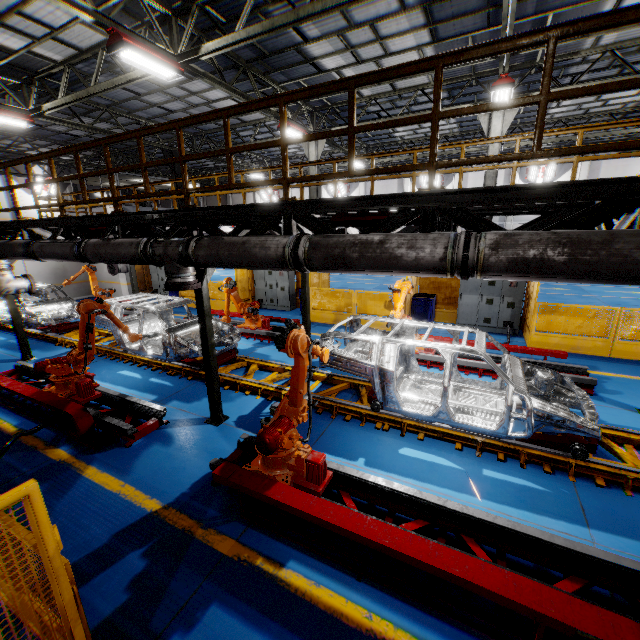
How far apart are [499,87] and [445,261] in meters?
9.5 m

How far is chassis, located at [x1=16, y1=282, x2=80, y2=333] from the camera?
12.0 meters

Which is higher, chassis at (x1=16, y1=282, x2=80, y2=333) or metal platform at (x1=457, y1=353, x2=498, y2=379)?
chassis at (x1=16, y1=282, x2=80, y2=333)

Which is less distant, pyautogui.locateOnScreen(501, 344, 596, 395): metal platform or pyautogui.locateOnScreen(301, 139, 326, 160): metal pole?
pyautogui.locateOnScreen(501, 344, 596, 395): metal platform

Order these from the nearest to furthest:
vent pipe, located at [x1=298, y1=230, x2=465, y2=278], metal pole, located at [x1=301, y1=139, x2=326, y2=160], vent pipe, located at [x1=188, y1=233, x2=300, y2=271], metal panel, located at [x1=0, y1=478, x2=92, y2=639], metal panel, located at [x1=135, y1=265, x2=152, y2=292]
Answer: metal panel, located at [x1=0, y1=478, x2=92, y2=639]
vent pipe, located at [x1=298, y1=230, x2=465, y2=278]
vent pipe, located at [x1=188, y1=233, x2=300, y2=271]
metal pole, located at [x1=301, y1=139, x2=326, y2=160]
metal panel, located at [x1=135, y1=265, x2=152, y2=292]

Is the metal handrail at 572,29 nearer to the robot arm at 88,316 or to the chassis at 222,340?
the robot arm at 88,316

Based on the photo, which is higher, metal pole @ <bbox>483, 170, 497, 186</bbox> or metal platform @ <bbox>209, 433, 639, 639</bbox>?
metal pole @ <bbox>483, 170, 497, 186</bbox>

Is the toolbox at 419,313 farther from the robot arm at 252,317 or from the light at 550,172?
the light at 550,172
